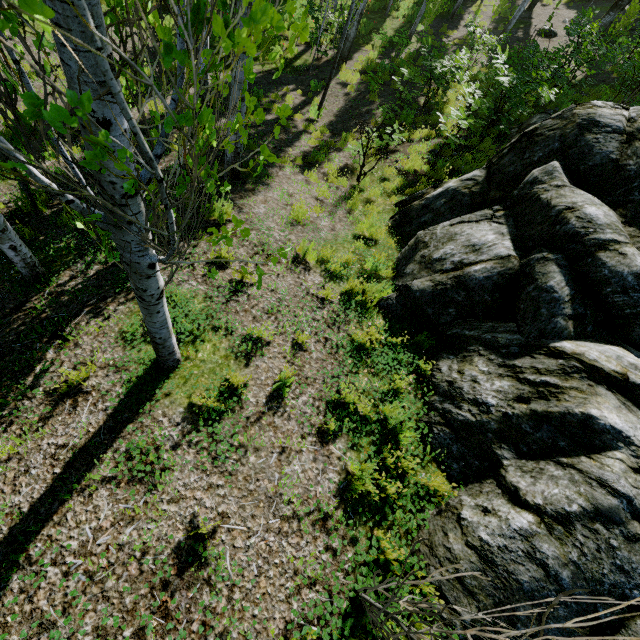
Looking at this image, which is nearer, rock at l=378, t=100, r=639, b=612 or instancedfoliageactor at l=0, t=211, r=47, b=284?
rock at l=378, t=100, r=639, b=612

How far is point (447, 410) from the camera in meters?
3.7 m

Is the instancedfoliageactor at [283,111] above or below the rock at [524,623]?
above

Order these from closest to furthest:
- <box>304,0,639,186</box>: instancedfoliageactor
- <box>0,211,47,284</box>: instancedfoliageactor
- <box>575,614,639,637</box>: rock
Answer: <box>575,614,639,637</box>: rock → <box>0,211,47,284</box>: instancedfoliageactor → <box>304,0,639,186</box>: instancedfoliageactor

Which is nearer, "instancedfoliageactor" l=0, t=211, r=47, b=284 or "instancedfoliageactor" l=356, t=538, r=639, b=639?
"instancedfoliageactor" l=356, t=538, r=639, b=639

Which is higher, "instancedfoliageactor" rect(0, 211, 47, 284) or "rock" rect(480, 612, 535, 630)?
"rock" rect(480, 612, 535, 630)

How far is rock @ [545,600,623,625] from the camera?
2.32m

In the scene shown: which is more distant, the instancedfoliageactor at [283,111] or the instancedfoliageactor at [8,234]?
the instancedfoliageactor at [8,234]
